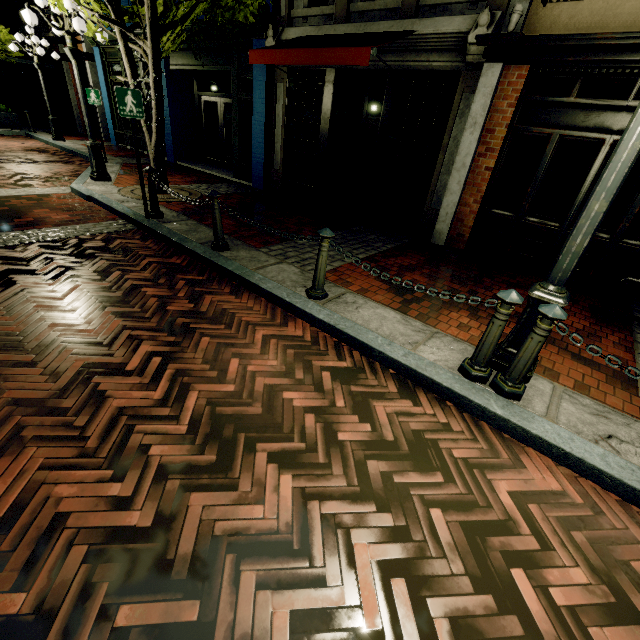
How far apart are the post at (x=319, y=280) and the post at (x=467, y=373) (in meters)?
1.73

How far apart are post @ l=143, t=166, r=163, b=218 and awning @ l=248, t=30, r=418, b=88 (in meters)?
3.23

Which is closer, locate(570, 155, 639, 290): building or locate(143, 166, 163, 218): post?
locate(570, 155, 639, 290): building

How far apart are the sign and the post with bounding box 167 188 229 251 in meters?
1.7 m

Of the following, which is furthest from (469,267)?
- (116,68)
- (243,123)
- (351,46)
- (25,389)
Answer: (116,68)

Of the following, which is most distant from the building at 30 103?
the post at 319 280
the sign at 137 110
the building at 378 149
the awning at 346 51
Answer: the post at 319 280

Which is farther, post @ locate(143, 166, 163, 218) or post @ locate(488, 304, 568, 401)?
post @ locate(143, 166, 163, 218)

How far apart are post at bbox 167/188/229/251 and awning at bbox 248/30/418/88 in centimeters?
314cm
